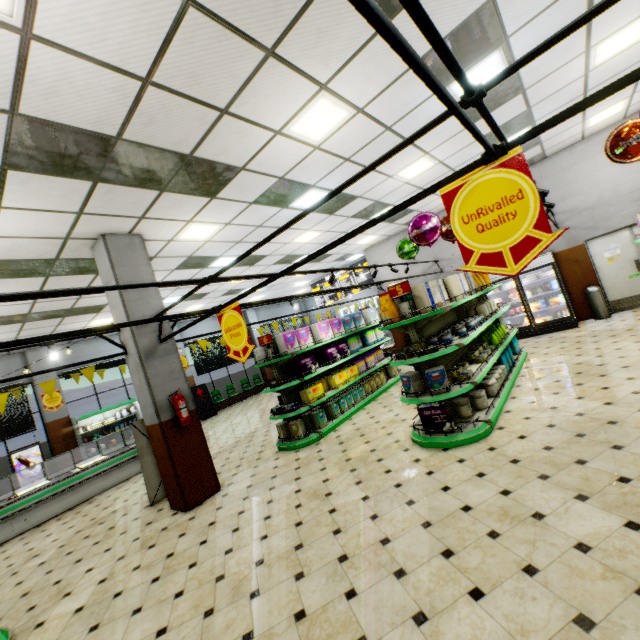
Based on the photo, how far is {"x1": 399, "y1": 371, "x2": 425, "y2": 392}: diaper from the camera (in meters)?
4.93

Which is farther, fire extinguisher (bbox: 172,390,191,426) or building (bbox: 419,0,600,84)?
fire extinguisher (bbox: 172,390,191,426)

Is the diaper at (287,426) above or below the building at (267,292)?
below

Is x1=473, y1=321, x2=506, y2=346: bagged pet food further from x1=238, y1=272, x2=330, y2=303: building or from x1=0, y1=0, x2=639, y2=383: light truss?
x1=0, y1=0, x2=639, y2=383: light truss

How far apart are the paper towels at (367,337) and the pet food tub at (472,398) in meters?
3.3 m

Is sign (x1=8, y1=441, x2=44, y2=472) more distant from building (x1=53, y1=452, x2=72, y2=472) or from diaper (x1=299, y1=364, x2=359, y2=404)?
diaper (x1=299, y1=364, x2=359, y2=404)

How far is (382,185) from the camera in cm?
757

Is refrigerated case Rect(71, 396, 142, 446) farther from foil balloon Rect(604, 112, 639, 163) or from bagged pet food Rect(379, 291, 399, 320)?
foil balloon Rect(604, 112, 639, 163)
